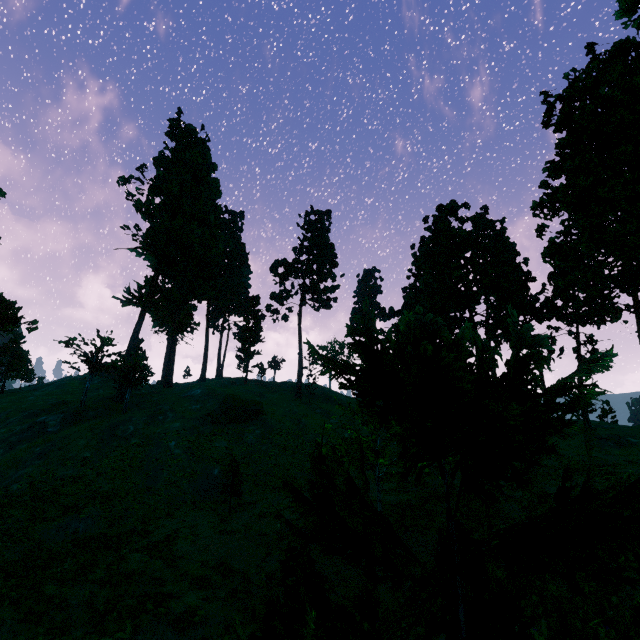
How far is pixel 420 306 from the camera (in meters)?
48.84

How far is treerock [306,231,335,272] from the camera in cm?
5580

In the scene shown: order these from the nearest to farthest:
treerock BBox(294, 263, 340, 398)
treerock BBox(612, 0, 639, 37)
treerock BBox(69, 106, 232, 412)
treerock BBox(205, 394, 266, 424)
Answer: treerock BBox(612, 0, 639, 37) < treerock BBox(205, 394, 266, 424) < treerock BBox(69, 106, 232, 412) < treerock BBox(294, 263, 340, 398)

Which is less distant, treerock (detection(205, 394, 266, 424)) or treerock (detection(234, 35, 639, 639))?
treerock (detection(234, 35, 639, 639))

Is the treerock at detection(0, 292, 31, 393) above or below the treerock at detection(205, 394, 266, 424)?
above

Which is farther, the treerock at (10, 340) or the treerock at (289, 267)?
the treerock at (289, 267)
